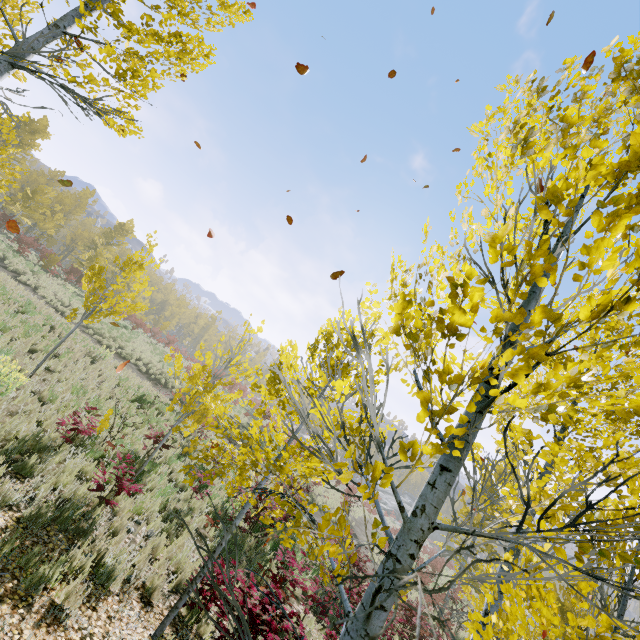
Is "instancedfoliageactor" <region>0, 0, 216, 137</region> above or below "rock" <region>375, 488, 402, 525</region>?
above

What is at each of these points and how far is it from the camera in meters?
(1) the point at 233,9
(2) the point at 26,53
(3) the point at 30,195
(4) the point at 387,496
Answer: (1) instancedfoliageactor, 5.0 m
(2) instancedfoliageactor, 4.0 m
(3) instancedfoliageactor, 27.6 m
(4) rock, 58.0 m

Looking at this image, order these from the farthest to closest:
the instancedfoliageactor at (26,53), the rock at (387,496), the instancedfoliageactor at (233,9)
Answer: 1. the rock at (387,496)
2. the instancedfoliageactor at (233,9)
3. the instancedfoliageactor at (26,53)

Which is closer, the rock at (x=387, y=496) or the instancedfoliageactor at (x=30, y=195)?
the instancedfoliageactor at (x=30, y=195)

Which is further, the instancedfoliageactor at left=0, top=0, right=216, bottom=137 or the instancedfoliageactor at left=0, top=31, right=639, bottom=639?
the instancedfoliageactor at left=0, top=0, right=216, bottom=137

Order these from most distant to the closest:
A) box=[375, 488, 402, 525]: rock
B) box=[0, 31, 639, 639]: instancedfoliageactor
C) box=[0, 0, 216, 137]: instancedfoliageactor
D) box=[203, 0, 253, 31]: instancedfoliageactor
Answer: box=[375, 488, 402, 525]: rock → box=[203, 0, 253, 31]: instancedfoliageactor → box=[0, 0, 216, 137]: instancedfoliageactor → box=[0, 31, 639, 639]: instancedfoliageactor

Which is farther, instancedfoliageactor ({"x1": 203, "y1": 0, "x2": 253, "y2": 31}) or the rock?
the rock
